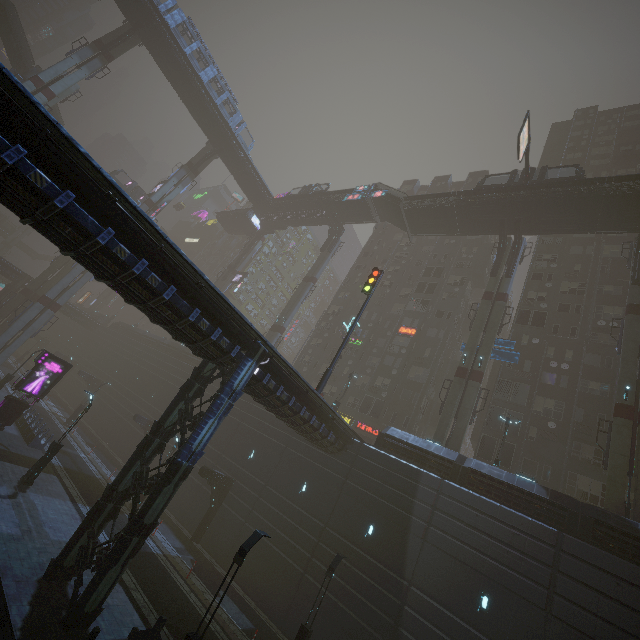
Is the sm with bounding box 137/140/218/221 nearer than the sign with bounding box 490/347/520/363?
No

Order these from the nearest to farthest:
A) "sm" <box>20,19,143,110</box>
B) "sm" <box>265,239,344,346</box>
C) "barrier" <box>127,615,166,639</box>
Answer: "barrier" <box>127,615,166,639</box> → "sm" <box>20,19,143,110</box> → "sm" <box>265,239,344,346</box>

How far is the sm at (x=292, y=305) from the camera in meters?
42.7

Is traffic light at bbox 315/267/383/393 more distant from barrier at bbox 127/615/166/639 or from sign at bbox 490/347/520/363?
sign at bbox 490/347/520/363

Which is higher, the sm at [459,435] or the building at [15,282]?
the sm at [459,435]

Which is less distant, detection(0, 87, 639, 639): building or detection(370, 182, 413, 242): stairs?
detection(0, 87, 639, 639): building

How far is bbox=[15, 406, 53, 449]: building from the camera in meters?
24.0

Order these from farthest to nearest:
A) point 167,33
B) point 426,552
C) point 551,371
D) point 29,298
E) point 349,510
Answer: point 29,298, point 167,33, point 551,371, point 349,510, point 426,552
